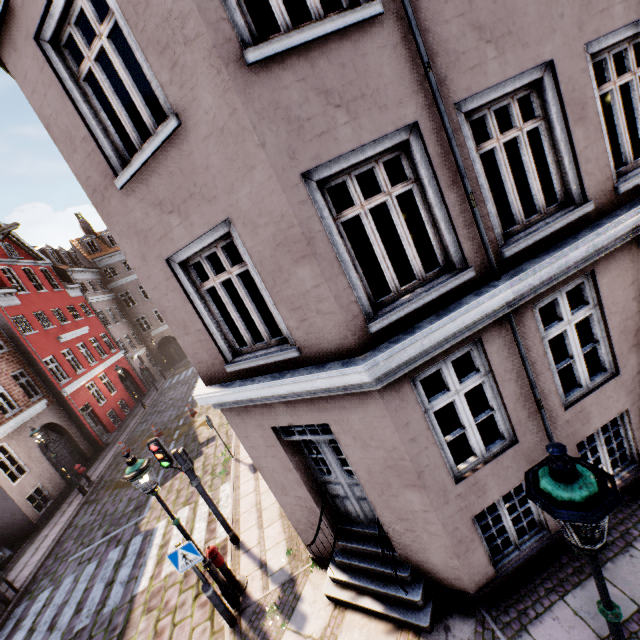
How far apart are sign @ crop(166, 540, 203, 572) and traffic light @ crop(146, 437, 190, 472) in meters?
1.7 m

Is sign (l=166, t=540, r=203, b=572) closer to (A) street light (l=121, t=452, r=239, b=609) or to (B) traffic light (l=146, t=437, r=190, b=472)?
(A) street light (l=121, t=452, r=239, b=609)

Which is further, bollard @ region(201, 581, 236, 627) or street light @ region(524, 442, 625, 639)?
bollard @ region(201, 581, 236, 627)

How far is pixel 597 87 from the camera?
8.7 meters

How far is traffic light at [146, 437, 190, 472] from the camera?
7.2m

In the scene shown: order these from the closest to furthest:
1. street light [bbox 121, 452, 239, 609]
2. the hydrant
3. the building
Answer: the building → street light [bbox 121, 452, 239, 609] → the hydrant

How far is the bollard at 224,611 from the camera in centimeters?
599cm

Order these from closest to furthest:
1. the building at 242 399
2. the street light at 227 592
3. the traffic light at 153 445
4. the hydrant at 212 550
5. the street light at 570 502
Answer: the street light at 570 502 → the building at 242 399 → the street light at 227 592 → the hydrant at 212 550 → the traffic light at 153 445
